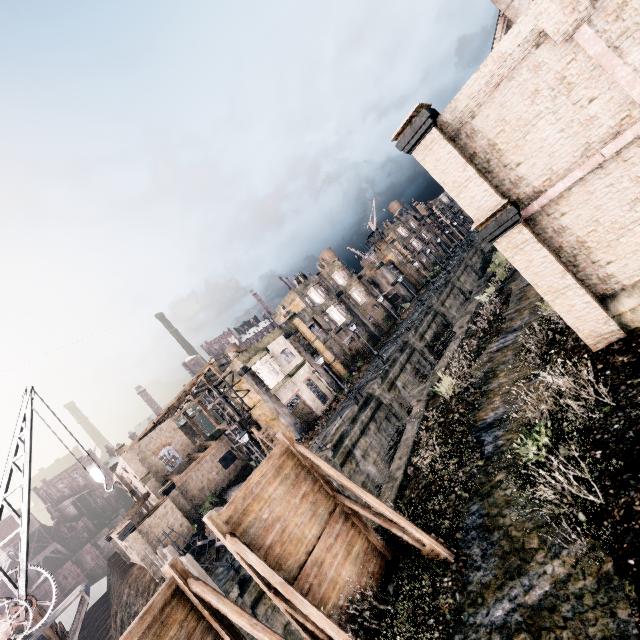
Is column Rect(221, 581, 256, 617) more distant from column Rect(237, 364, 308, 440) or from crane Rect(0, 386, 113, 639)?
column Rect(237, 364, 308, 440)

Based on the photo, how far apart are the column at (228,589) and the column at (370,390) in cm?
1615

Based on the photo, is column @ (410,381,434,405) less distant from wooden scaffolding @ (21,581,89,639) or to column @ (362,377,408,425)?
column @ (362,377,408,425)

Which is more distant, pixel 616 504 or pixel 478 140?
pixel 478 140

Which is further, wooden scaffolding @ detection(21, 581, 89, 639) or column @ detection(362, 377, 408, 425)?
column @ detection(362, 377, 408, 425)

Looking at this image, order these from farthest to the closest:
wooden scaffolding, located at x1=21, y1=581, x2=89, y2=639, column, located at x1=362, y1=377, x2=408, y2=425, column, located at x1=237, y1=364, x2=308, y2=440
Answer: column, located at x1=237, y1=364, x2=308, y2=440, column, located at x1=362, y1=377, x2=408, y2=425, wooden scaffolding, located at x1=21, y1=581, x2=89, y2=639

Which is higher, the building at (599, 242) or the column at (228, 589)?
the building at (599, 242)
